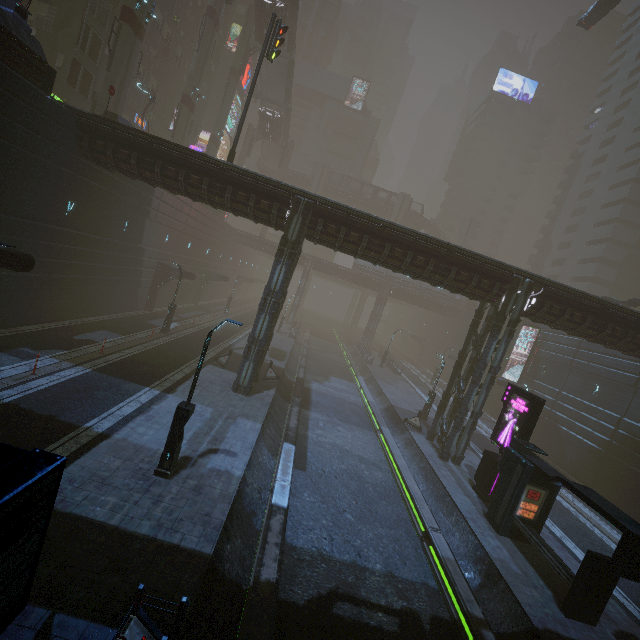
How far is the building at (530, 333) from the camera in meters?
35.2

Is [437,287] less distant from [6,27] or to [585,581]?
[585,581]

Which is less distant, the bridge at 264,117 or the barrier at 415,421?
Result: the barrier at 415,421

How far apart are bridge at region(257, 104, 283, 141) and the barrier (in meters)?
48.83

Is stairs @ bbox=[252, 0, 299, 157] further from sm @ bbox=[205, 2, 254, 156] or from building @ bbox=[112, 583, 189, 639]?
building @ bbox=[112, 583, 189, 639]

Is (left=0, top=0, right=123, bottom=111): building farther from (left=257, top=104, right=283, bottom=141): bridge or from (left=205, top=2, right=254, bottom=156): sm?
(left=257, top=104, right=283, bottom=141): bridge

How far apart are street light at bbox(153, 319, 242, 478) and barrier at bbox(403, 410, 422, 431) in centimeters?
1775cm

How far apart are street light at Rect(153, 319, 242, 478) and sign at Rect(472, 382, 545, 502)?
14.2m
